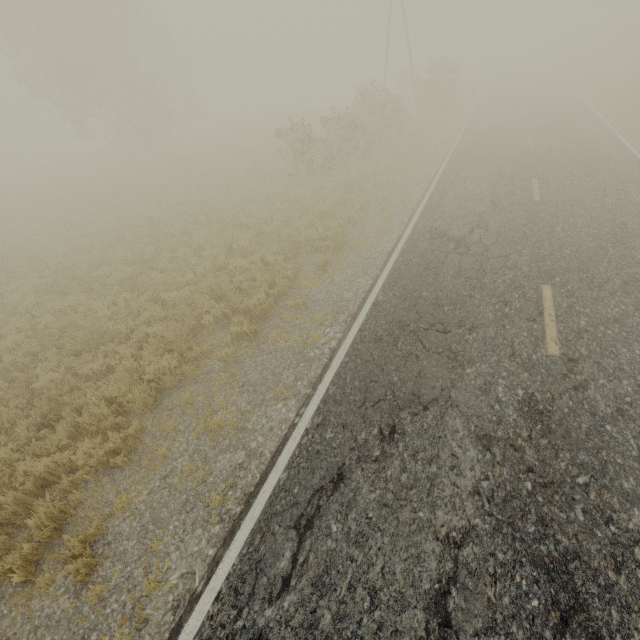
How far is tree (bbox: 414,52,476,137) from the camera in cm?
2426

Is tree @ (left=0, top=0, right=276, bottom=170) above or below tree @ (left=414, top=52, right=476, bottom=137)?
above

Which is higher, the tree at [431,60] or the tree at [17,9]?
the tree at [17,9]

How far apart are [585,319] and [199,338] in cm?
836

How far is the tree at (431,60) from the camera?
24.3m
